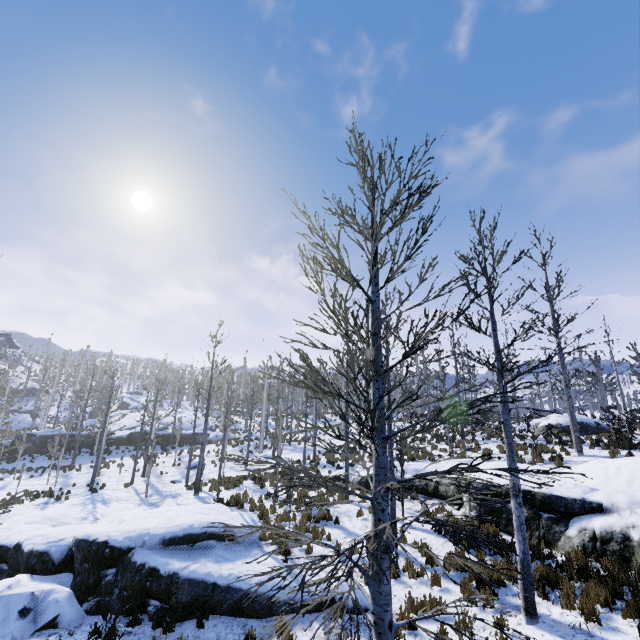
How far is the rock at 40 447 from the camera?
31.9m

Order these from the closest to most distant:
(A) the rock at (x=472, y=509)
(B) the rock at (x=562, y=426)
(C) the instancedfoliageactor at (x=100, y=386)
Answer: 1. (A) the rock at (x=472, y=509)
2. (B) the rock at (x=562, y=426)
3. (C) the instancedfoliageactor at (x=100, y=386)

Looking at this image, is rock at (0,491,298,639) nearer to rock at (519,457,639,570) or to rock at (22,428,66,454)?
rock at (519,457,639,570)

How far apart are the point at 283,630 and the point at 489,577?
6.4 meters

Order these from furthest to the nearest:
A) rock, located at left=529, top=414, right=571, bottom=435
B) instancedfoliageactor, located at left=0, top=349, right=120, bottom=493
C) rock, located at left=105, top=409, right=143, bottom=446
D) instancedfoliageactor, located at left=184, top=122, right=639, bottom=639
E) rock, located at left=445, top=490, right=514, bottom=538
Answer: rock, located at left=105, top=409, right=143, bottom=446 < instancedfoliageactor, located at left=0, top=349, right=120, bottom=493 < rock, located at left=529, top=414, right=571, bottom=435 < rock, located at left=445, top=490, right=514, bottom=538 < instancedfoliageactor, located at left=184, top=122, right=639, bottom=639

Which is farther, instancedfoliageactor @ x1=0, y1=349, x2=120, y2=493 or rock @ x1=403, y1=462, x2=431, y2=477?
instancedfoliageactor @ x1=0, y1=349, x2=120, y2=493

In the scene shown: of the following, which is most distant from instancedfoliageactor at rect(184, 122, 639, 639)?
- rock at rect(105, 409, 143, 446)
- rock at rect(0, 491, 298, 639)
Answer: rock at rect(0, 491, 298, 639)

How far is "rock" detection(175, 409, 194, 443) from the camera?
37.8m
